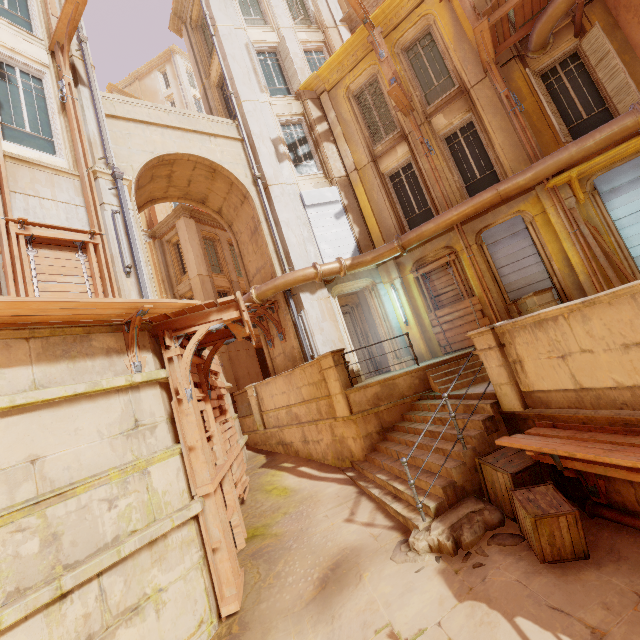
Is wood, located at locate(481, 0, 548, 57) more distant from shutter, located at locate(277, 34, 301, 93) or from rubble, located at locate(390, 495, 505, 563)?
rubble, located at locate(390, 495, 505, 563)

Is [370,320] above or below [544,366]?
above

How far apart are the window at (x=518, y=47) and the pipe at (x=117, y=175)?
11.5m

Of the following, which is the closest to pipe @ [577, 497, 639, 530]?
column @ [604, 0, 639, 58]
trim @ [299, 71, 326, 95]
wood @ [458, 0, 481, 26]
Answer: column @ [604, 0, 639, 58]

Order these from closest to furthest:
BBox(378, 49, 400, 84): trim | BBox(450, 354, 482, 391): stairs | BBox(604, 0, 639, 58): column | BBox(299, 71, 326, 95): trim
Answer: BBox(450, 354, 482, 391): stairs < BBox(604, 0, 639, 58): column < BBox(378, 49, 400, 84): trim < BBox(299, 71, 326, 95): trim

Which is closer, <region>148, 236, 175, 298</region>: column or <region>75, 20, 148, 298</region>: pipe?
<region>75, 20, 148, 298</region>: pipe

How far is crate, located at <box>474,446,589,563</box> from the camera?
3.9 meters

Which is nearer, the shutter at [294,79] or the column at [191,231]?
the shutter at [294,79]
